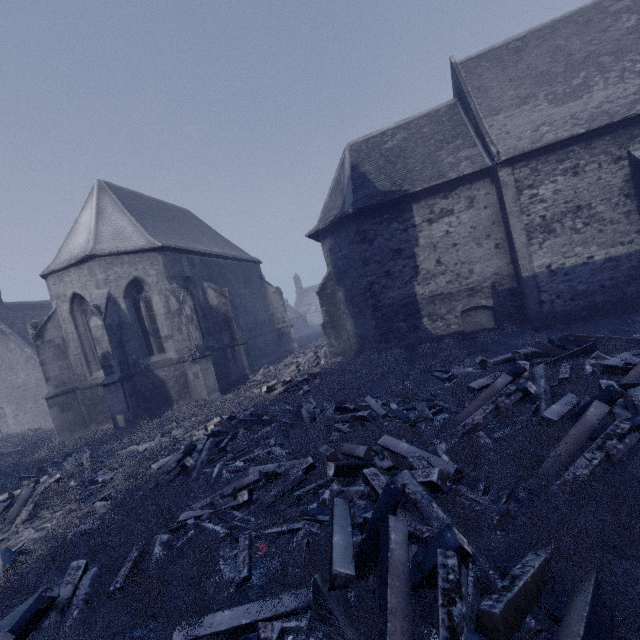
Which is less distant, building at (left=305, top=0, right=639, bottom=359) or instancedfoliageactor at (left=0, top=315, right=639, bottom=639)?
instancedfoliageactor at (left=0, top=315, right=639, bottom=639)

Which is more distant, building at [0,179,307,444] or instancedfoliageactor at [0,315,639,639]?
building at [0,179,307,444]

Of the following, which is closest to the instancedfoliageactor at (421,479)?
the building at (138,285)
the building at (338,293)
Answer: the building at (138,285)

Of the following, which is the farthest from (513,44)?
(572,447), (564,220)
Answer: (572,447)

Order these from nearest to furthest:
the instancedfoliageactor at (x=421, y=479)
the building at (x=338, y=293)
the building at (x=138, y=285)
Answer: the instancedfoliageactor at (x=421, y=479) → the building at (x=338, y=293) → the building at (x=138, y=285)

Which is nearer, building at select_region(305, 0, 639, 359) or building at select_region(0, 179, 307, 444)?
building at select_region(305, 0, 639, 359)

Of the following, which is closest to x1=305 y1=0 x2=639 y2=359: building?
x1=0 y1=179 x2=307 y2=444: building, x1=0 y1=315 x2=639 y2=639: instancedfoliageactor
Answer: x1=0 y1=179 x2=307 y2=444: building

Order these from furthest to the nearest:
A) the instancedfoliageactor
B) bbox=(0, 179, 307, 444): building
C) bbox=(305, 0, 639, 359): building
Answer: bbox=(0, 179, 307, 444): building → bbox=(305, 0, 639, 359): building → the instancedfoliageactor
